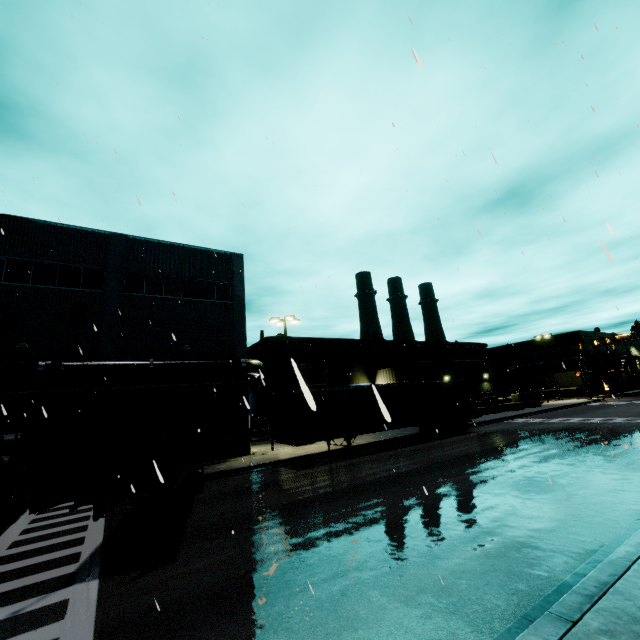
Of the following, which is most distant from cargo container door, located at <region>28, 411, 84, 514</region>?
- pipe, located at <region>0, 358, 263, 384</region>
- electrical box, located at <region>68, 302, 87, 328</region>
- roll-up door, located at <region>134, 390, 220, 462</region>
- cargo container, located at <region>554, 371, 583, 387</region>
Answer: cargo container, located at <region>554, 371, 583, 387</region>

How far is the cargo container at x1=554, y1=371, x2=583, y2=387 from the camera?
50.4 meters

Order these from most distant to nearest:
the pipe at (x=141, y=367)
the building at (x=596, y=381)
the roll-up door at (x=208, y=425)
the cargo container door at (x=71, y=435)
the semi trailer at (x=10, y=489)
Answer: the building at (x=596, y=381), the roll-up door at (x=208, y=425), the pipe at (x=141, y=367), the semi trailer at (x=10, y=489), the cargo container door at (x=71, y=435)

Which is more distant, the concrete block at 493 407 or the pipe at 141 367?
the concrete block at 493 407

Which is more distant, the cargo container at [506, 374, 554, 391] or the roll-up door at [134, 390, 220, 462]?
the cargo container at [506, 374, 554, 391]

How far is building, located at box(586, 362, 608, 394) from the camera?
52.4 meters

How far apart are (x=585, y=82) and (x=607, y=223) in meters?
12.8

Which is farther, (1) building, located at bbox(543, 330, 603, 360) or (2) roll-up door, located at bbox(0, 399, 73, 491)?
(1) building, located at bbox(543, 330, 603, 360)
